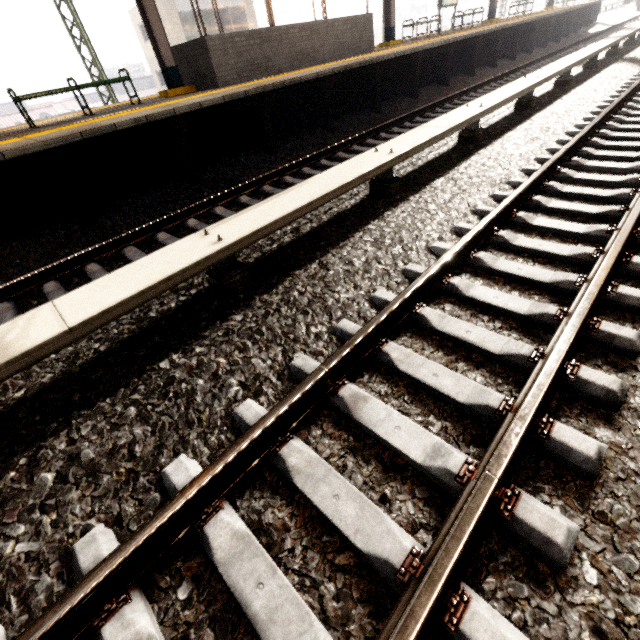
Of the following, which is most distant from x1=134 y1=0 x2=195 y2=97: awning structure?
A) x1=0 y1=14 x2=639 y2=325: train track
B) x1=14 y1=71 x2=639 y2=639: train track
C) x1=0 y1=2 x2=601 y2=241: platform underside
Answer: x1=14 y1=71 x2=639 y2=639: train track

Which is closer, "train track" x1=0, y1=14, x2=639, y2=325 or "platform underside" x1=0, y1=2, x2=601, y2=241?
"train track" x1=0, y1=14, x2=639, y2=325

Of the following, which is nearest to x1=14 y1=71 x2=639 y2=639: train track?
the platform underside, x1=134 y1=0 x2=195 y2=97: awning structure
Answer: the platform underside

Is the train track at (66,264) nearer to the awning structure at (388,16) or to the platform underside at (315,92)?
the platform underside at (315,92)

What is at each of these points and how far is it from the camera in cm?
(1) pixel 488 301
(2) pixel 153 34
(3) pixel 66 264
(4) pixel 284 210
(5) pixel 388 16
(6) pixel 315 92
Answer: (1) train track, 261
(2) awning structure, 766
(3) train track, 417
(4) electrical rail conduit, 301
(5) awning structure, 1277
(6) platform underside, 777

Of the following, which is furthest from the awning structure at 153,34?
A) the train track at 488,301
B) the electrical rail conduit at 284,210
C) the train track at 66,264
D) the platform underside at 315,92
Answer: the train track at 488,301

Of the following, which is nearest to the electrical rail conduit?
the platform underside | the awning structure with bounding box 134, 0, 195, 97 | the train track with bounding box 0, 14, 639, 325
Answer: the train track with bounding box 0, 14, 639, 325

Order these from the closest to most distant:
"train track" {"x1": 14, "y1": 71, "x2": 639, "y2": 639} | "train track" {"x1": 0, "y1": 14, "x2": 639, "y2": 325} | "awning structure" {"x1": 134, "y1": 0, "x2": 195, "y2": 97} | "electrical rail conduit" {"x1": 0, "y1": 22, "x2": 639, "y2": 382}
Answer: "train track" {"x1": 14, "y1": 71, "x2": 639, "y2": 639} < "electrical rail conduit" {"x1": 0, "y1": 22, "x2": 639, "y2": 382} < "train track" {"x1": 0, "y1": 14, "x2": 639, "y2": 325} < "awning structure" {"x1": 134, "y1": 0, "x2": 195, "y2": 97}
